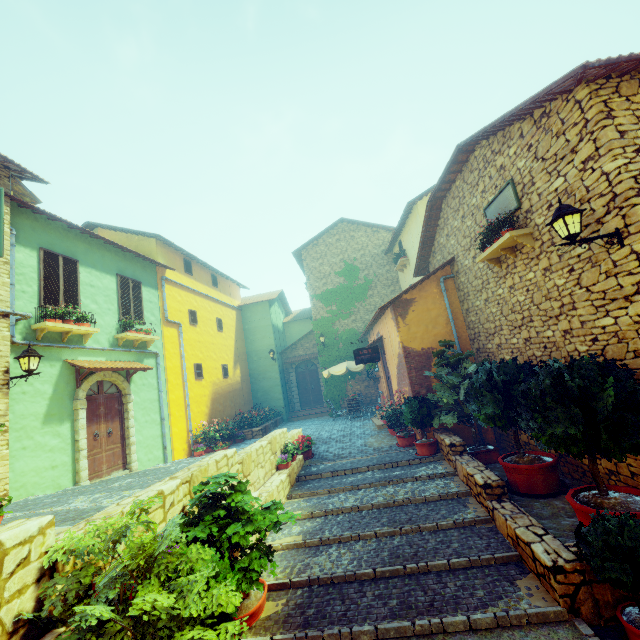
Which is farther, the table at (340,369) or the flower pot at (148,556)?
the table at (340,369)

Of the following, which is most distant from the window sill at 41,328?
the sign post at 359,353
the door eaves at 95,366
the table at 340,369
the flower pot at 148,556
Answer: the table at 340,369

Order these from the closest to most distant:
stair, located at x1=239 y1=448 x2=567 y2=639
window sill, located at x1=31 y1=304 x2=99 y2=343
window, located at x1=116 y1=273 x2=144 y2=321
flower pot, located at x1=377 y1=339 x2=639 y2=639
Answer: flower pot, located at x1=377 y1=339 x2=639 y2=639 < stair, located at x1=239 y1=448 x2=567 y2=639 < window sill, located at x1=31 y1=304 x2=99 y2=343 < window, located at x1=116 y1=273 x2=144 y2=321

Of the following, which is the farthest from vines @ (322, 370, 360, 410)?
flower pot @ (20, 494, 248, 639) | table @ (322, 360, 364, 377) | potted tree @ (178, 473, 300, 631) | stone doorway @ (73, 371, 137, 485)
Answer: flower pot @ (20, 494, 248, 639)

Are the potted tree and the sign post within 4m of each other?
no

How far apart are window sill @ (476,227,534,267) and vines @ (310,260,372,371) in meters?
10.4

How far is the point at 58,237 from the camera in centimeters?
920cm

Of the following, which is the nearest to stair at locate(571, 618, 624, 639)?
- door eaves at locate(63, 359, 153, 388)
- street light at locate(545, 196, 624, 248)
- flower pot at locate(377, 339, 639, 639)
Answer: flower pot at locate(377, 339, 639, 639)
